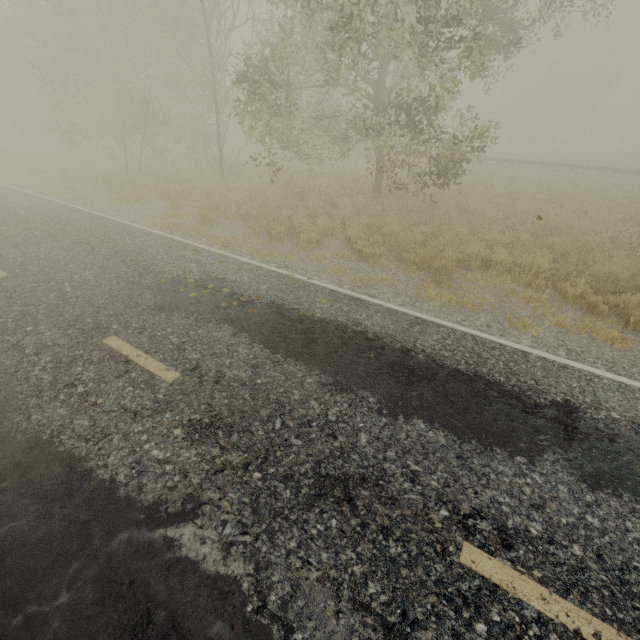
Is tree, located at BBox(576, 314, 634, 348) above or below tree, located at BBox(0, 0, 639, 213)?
below

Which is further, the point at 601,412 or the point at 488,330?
the point at 488,330

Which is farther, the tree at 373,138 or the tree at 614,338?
the tree at 373,138

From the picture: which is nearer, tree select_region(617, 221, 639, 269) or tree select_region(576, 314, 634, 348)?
tree select_region(576, 314, 634, 348)

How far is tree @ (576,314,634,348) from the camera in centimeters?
557cm
